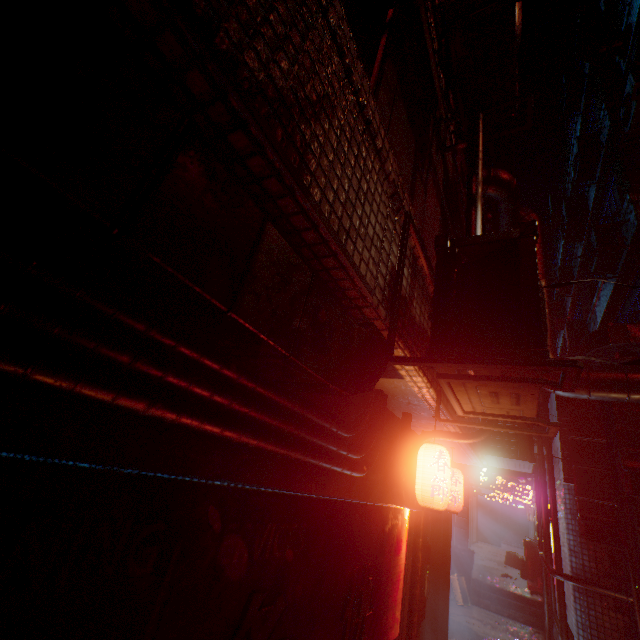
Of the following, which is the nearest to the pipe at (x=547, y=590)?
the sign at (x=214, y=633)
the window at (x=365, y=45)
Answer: the sign at (x=214, y=633)

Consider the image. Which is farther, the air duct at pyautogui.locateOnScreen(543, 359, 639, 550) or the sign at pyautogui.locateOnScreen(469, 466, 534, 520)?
the sign at pyautogui.locateOnScreen(469, 466, 534, 520)

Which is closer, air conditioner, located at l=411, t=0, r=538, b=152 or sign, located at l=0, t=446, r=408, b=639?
sign, located at l=0, t=446, r=408, b=639

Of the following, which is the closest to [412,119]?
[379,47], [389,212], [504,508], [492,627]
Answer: [379,47]

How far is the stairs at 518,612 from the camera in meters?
7.0

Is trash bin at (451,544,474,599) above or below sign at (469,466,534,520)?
below

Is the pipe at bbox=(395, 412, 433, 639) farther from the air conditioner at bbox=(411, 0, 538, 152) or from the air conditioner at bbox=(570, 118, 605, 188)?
the air conditioner at bbox=(570, 118, 605, 188)

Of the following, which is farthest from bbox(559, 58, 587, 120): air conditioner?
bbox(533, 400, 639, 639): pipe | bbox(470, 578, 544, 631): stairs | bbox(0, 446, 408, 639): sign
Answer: bbox(470, 578, 544, 631): stairs
